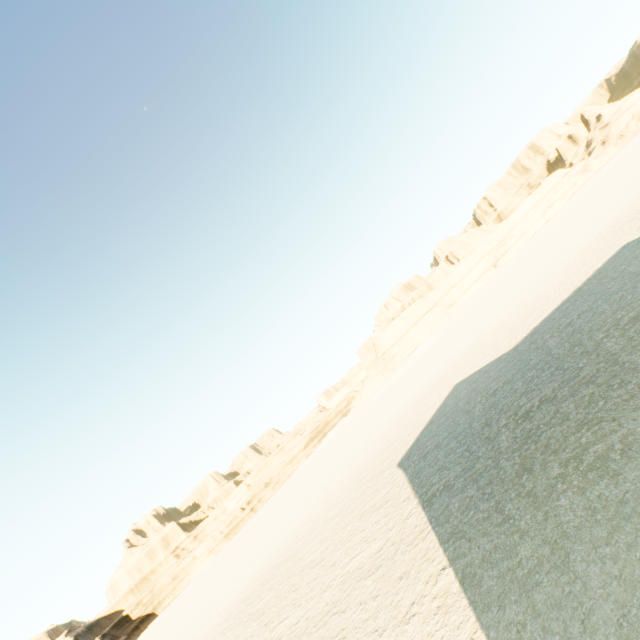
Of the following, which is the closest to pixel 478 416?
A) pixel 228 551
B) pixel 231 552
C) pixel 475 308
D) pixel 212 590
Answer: pixel 212 590
